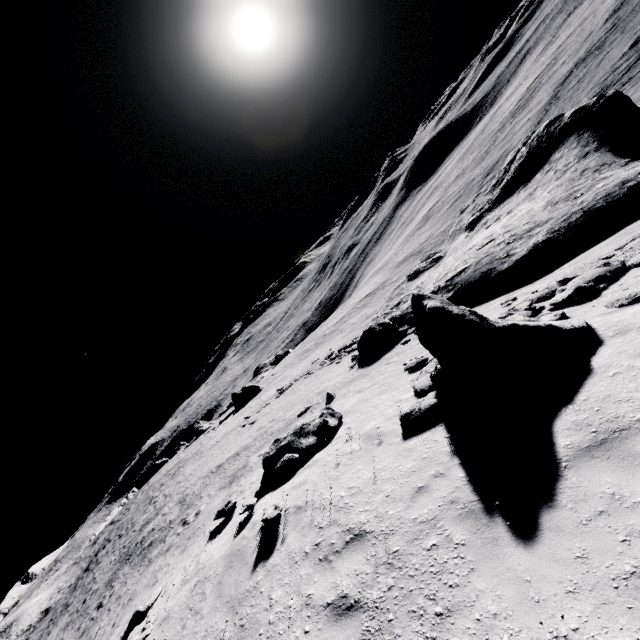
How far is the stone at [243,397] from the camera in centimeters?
5006cm

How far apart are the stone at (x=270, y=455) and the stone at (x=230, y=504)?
1.4m

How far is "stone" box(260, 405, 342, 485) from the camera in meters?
10.1

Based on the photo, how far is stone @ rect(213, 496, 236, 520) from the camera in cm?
1089

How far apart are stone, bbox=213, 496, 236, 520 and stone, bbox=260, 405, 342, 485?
1.44m

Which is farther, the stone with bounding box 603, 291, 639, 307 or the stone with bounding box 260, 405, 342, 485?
the stone with bounding box 260, 405, 342, 485

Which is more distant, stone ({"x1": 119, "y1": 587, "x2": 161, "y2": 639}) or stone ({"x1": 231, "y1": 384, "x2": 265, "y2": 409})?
stone ({"x1": 231, "y1": 384, "x2": 265, "y2": 409})

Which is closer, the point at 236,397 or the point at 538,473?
the point at 538,473
